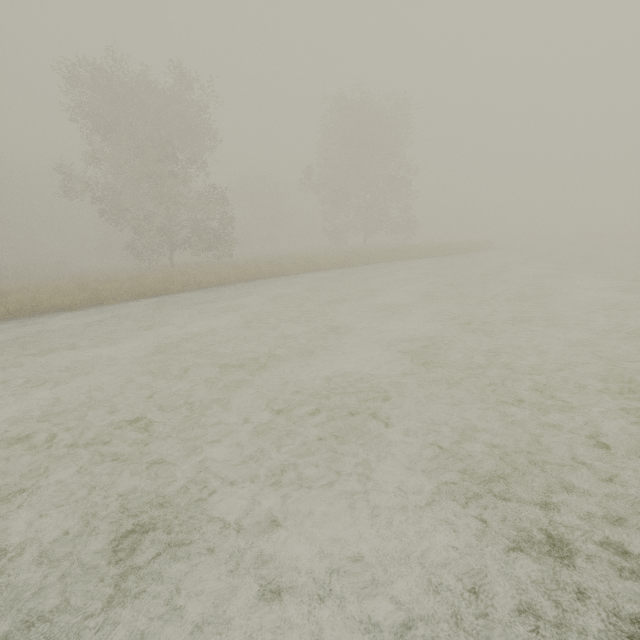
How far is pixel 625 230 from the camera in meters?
42.4
